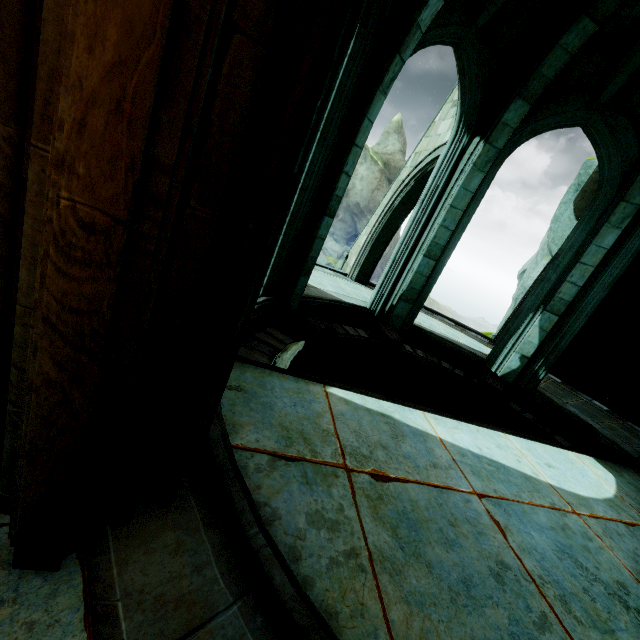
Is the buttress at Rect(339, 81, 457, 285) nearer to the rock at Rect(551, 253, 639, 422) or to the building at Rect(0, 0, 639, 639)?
the building at Rect(0, 0, 639, 639)

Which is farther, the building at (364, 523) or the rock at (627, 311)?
the rock at (627, 311)

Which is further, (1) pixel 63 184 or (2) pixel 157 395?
(2) pixel 157 395

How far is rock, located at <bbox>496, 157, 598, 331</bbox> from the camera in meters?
9.6

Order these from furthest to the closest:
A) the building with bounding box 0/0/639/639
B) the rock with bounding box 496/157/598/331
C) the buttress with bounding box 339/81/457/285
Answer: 1. the rock with bounding box 496/157/598/331
2. the buttress with bounding box 339/81/457/285
3. the building with bounding box 0/0/639/639

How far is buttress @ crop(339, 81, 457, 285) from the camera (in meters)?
8.59

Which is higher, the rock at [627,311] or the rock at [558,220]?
the rock at [558,220]
